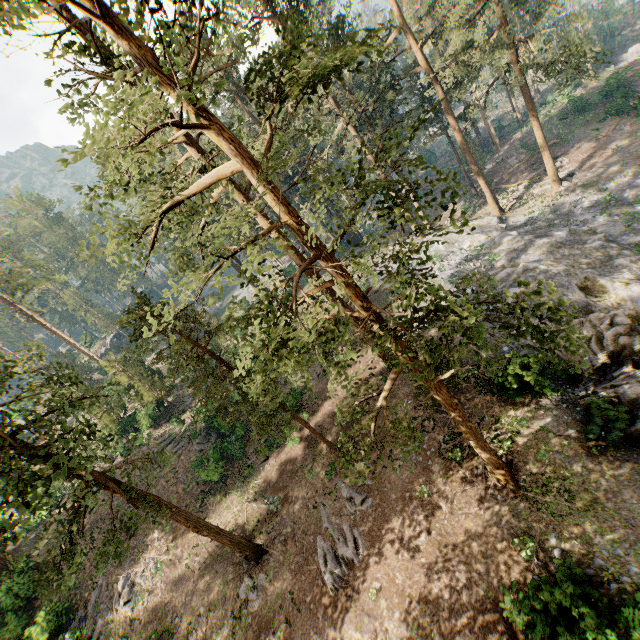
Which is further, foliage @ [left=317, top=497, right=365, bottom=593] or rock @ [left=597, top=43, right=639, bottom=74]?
rock @ [left=597, top=43, right=639, bottom=74]

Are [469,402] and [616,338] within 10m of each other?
yes

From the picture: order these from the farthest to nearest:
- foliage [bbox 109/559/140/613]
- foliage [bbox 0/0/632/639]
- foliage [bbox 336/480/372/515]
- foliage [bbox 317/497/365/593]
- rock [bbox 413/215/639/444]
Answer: foliage [bbox 109/559/140/613], foliage [bbox 336/480/372/515], foliage [bbox 317/497/365/593], rock [bbox 413/215/639/444], foliage [bbox 0/0/632/639]

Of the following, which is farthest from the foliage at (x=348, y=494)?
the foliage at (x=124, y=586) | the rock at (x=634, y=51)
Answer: the foliage at (x=124, y=586)

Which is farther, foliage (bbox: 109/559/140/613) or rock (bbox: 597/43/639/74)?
rock (bbox: 597/43/639/74)

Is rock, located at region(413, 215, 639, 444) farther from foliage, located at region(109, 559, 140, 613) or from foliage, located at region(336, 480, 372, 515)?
foliage, located at region(109, 559, 140, 613)

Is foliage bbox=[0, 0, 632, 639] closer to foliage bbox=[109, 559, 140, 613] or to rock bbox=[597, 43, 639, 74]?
rock bbox=[597, 43, 639, 74]

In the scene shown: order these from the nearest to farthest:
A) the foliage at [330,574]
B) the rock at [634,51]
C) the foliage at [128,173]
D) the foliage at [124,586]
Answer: the foliage at [128,173]
the foliage at [330,574]
the foliage at [124,586]
the rock at [634,51]
